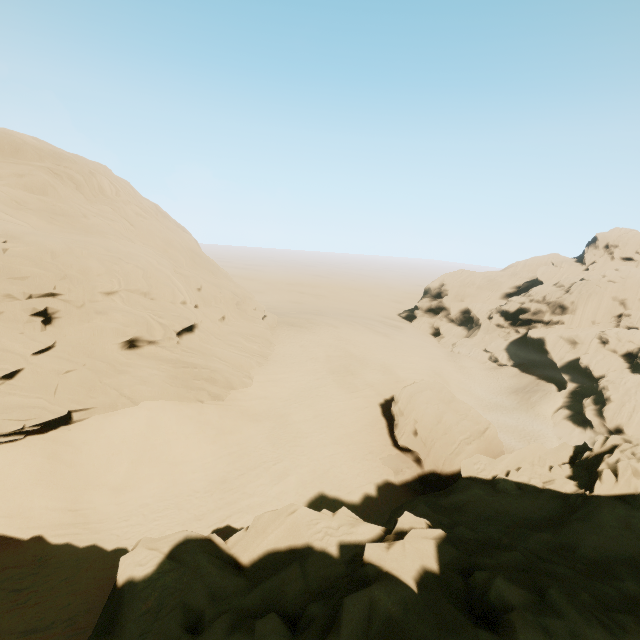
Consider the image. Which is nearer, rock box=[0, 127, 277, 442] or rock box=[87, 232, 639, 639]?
rock box=[87, 232, 639, 639]

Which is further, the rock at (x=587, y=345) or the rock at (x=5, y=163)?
the rock at (x=5, y=163)

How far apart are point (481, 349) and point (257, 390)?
46.58m
